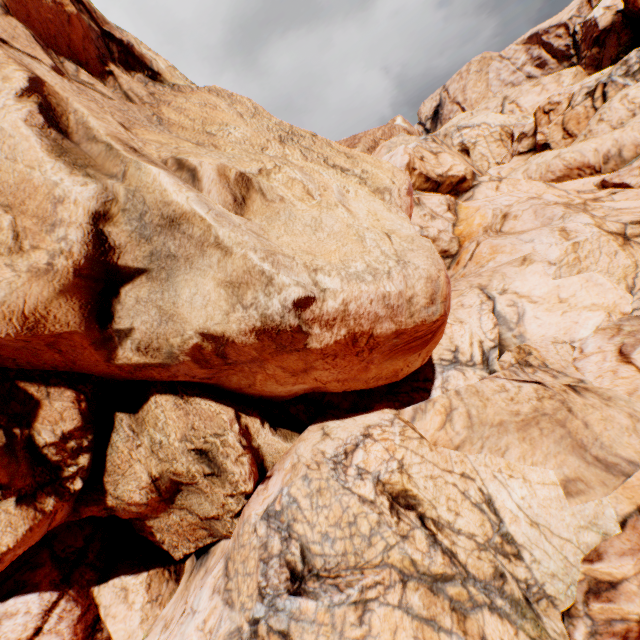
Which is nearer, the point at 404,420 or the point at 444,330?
the point at 444,330
